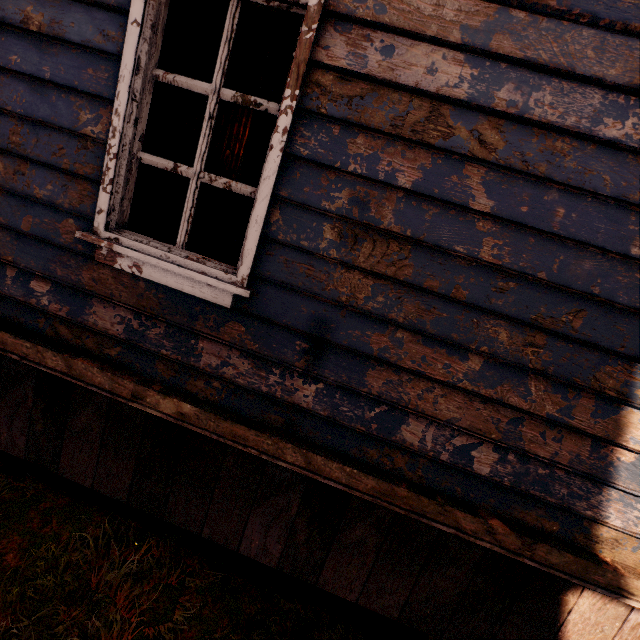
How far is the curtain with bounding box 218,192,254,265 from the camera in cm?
187

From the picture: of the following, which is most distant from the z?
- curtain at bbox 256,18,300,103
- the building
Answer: curtain at bbox 256,18,300,103

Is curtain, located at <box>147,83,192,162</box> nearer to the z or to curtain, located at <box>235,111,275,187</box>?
curtain, located at <box>235,111,275,187</box>

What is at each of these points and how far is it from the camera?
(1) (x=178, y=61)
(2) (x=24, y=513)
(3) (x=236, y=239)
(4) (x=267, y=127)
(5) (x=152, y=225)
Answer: (1) curtain, 1.8 meters
(2) z, 2.1 meters
(3) curtain, 1.9 meters
(4) curtain, 1.8 meters
(5) curtain, 2.0 meters

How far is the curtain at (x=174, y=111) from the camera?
1.8m

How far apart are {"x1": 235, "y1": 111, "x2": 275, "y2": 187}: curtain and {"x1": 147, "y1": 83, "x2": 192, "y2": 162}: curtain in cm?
37

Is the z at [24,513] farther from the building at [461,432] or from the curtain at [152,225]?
the curtain at [152,225]
